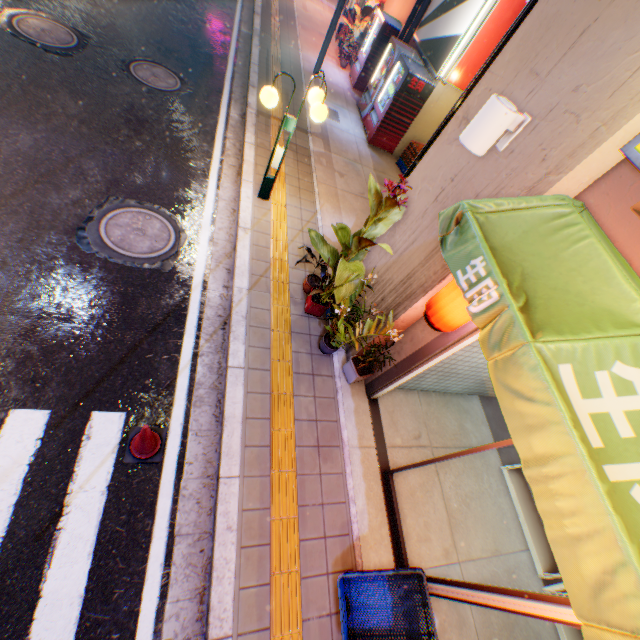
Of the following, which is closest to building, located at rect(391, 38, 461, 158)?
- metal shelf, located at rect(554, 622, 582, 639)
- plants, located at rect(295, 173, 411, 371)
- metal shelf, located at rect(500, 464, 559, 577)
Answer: plants, located at rect(295, 173, 411, 371)

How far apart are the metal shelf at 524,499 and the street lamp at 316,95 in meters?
6.1 m

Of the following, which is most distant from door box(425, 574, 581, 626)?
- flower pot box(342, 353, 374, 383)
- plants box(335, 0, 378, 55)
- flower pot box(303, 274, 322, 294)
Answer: plants box(335, 0, 378, 55)

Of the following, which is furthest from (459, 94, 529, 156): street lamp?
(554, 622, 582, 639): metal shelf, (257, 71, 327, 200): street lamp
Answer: (554, 622, 582, 639): metal shelf

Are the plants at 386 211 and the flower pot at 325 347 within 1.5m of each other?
yes

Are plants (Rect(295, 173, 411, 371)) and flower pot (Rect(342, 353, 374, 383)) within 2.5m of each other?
yes

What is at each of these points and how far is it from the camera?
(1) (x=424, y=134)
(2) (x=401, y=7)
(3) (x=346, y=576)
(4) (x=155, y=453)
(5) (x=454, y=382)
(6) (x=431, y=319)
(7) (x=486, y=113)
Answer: (1) building, 9.70m
(2) building, 11.12m
(3) plastic crate, 3.67m
(4) road cone, 3.70m
(5) building, 5.43m
(6) street lamp, 3.49m
(7) street lamp, 2.81m

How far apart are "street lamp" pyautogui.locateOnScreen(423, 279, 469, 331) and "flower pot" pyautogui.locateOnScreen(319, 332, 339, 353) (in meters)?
1.70
